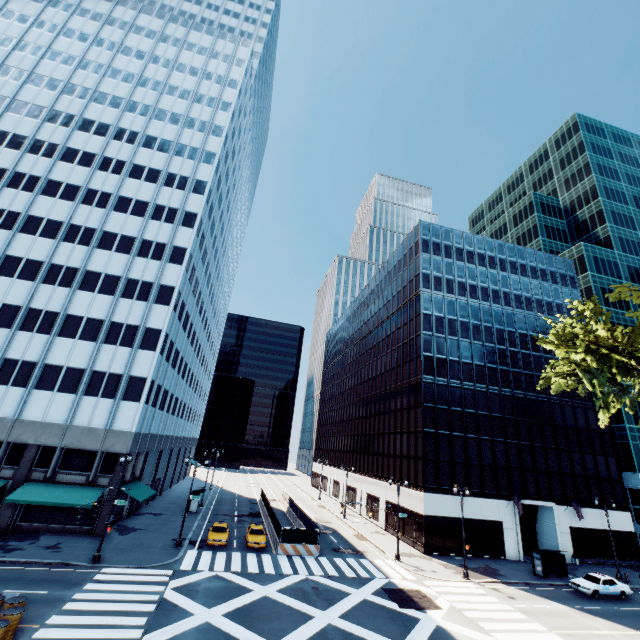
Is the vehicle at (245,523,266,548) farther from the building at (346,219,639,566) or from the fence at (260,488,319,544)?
the building at (346,219,639,566)

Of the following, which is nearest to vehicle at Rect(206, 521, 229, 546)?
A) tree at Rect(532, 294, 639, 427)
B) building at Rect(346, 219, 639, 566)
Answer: building at Rect(346, 219, 639, 566)

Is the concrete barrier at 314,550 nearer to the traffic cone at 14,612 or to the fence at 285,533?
the fence at 285,533

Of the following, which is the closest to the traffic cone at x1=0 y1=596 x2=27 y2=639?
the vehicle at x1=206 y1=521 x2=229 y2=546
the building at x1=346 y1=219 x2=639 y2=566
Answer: the vehicle at x1=206 y1=521 x2=229 y2=546

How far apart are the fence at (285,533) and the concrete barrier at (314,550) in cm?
1

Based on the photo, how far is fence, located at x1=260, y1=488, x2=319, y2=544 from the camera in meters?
31.0

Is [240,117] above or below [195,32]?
below

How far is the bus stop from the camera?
31.47m
